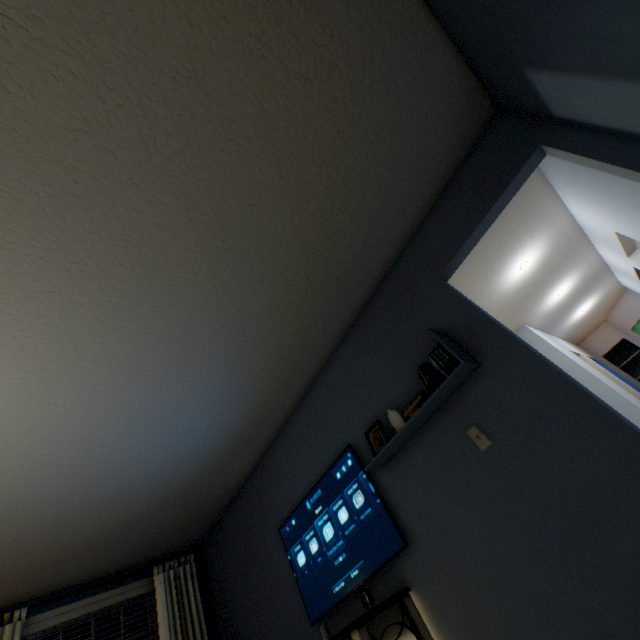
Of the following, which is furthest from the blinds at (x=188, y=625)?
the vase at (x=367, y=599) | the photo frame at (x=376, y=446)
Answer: the photo frame at (x=376, y=446)

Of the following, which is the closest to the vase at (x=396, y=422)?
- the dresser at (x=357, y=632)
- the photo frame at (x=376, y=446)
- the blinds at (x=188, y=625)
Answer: the photo frame at (x=376, y=446)

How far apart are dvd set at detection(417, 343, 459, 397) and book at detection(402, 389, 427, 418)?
0.06m

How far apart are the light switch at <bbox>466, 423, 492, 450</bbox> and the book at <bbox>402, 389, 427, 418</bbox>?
0.28m

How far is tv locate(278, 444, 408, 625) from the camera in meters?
2.1

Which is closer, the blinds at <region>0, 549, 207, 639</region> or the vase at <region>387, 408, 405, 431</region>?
the vase at <region>387, 408, 405, 431</region>

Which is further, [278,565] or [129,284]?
[278,565]

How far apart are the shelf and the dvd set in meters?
0.0
